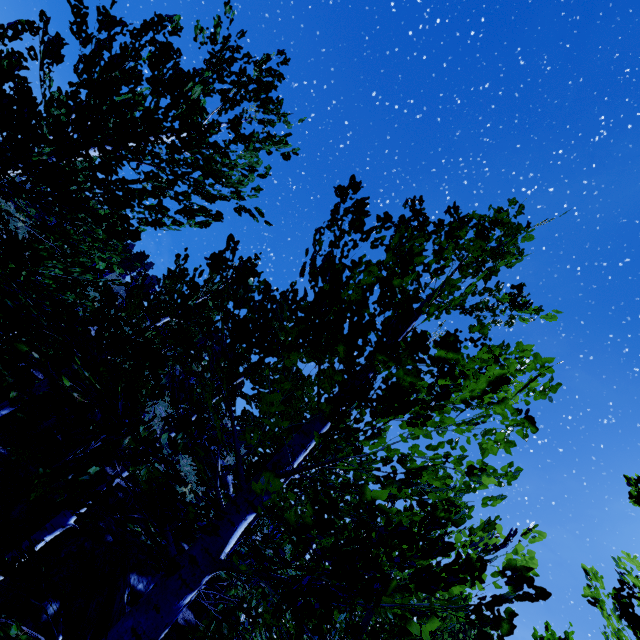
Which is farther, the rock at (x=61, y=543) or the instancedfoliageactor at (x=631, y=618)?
the rock at (x=61, y=543)

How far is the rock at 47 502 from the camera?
8.52m

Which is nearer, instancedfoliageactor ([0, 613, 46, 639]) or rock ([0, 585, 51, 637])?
instancedfoliageactor ([0, 613, 46, 639])

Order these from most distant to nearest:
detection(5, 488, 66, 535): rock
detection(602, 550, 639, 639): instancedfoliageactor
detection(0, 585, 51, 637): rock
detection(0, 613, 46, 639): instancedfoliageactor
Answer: detection(5, 488, 66, 535): rock < detection(0, 585, 51, 637): rock < detection(602, 550, 639, 639): instancedfoliageactor < detection(0, 613, 46, 639): instancedfoliageactor

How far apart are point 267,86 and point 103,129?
2.7 meters

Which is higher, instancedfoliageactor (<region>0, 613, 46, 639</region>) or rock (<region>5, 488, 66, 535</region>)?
instancedfoliageactor (<region>0, 613, 46, 639</region>)
